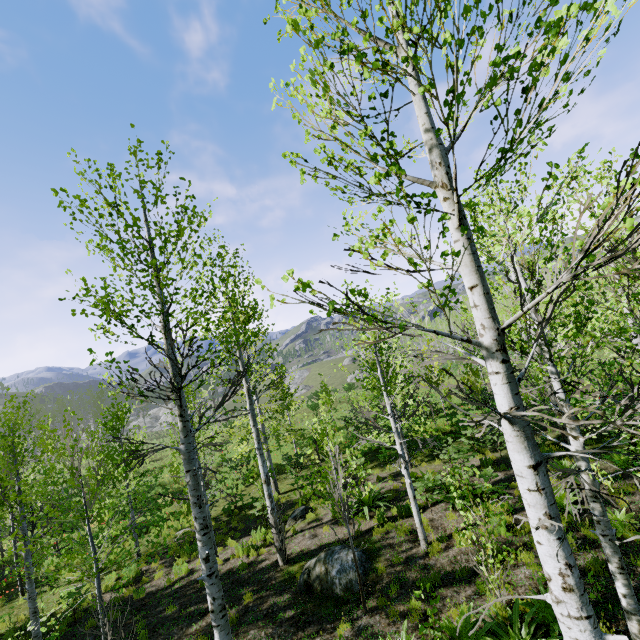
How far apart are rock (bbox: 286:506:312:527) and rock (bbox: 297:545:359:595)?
2.92m

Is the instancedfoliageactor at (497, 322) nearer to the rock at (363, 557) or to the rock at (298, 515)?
the rock at (363, 557)

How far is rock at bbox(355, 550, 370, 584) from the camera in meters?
7.9 m

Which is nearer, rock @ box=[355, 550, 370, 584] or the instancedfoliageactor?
the instancedfoliageactor

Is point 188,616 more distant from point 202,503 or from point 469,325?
point 469,325

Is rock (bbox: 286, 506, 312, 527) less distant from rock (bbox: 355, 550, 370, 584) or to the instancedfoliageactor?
rock (bbox: 355, 550, 370, 584)

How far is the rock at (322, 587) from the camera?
7.74m
